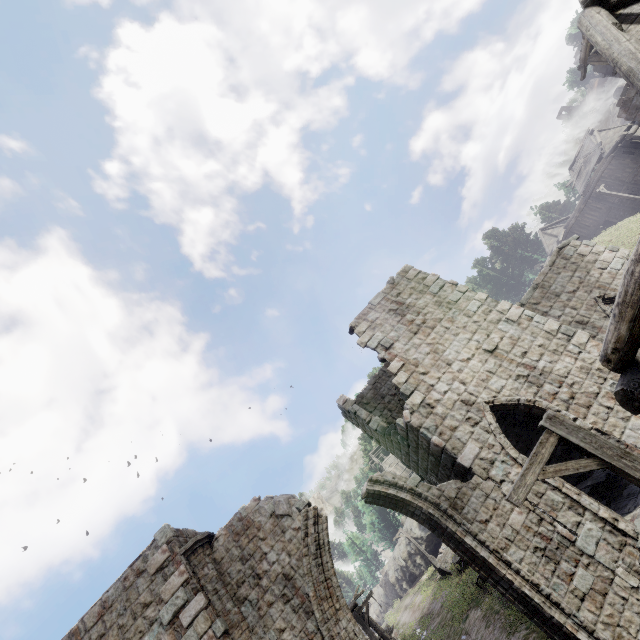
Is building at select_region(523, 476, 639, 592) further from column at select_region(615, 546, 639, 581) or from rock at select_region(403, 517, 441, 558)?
rock at select_region(403, 517, 441, 558)

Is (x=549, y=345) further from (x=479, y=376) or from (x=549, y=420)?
(x=549, y=420)

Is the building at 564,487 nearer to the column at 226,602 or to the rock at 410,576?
the column at 226,602

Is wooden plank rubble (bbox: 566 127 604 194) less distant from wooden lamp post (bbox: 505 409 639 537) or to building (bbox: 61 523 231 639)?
building (bbox: 61 523 231 639)

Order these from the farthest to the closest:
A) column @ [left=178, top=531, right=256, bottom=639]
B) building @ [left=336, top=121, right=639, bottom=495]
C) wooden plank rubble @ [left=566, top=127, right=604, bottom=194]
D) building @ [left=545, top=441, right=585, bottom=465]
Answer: wooden plank rubble @ [left=566, top=127, right=604, bottom=194] → building @ [left=545, top=441, right=585, bottom=465] → building @ [left=336, top=121, right=639, bottom=495] → column @ [left=178, top=531, right=256, bottom=639]

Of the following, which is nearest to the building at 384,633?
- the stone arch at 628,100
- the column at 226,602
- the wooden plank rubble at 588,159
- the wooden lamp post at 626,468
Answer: the column at 226,602

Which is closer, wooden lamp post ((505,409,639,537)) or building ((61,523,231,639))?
wooden lamp post ((505,409,639,537))

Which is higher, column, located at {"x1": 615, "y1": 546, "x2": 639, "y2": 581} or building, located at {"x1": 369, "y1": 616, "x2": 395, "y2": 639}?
building, located at {"x1": 369, "y1": 616, "x2": 395, "y2": 639}
